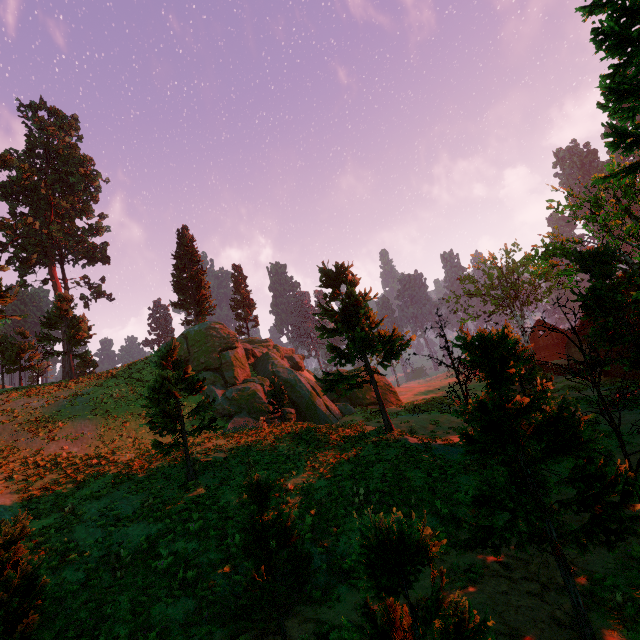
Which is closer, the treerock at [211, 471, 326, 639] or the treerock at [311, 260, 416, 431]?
the treerock at [211, 471, 326, 639]

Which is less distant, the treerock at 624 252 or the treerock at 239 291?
the treerock at 624 252

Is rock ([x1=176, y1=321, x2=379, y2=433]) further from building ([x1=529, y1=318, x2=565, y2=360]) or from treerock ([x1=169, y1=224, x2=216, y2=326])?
building ([x1=529, y1=318, x2=565, y2=360])

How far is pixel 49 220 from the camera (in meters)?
40.91

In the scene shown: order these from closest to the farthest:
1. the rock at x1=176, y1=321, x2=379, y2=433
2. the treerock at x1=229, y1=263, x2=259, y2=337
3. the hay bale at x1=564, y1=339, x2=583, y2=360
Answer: the rock at x1=176, y1=321, x2=379, y2=433
the hay bale at x1=564, y1=339, x2=583, y2=360
the treerock at x1=229, y1=263, x2=259, y2=337

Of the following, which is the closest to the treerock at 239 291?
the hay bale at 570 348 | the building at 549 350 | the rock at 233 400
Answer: the building at 549 350
